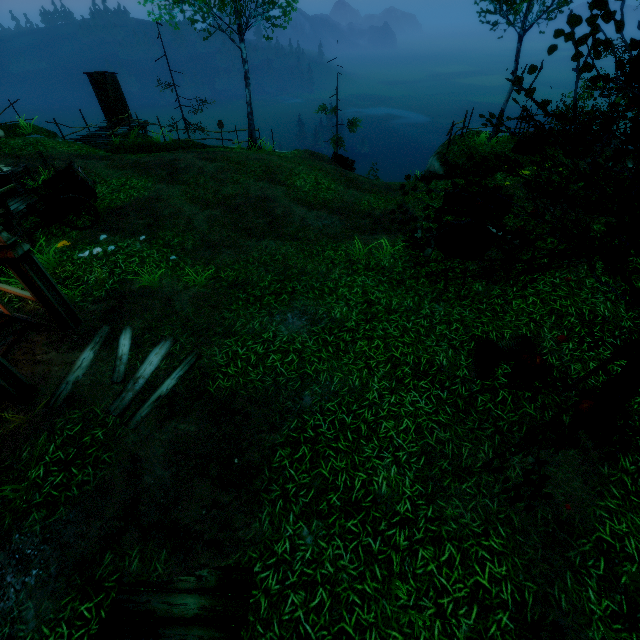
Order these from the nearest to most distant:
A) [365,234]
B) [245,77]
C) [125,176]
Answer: [365,234] < [125,176] < [245,77]

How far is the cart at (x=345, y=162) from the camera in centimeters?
2011cm

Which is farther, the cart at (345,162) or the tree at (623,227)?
the cart at (345,162)

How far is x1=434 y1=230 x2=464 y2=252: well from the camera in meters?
9.1 m

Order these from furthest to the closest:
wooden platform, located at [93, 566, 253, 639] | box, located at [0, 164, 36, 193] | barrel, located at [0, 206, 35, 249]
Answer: box, located at [0, 164, 36, 193], barrel, located at [0, 206, 35, 249], wooden platform, located at [93, 566, 253, 639]

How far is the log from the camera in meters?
13.8 m

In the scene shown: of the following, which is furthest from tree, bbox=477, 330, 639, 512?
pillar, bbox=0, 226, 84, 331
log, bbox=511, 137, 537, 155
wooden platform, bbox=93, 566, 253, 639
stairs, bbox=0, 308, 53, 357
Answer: log, bbox=511, 137, 537, 155

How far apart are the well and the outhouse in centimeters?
2079cm
